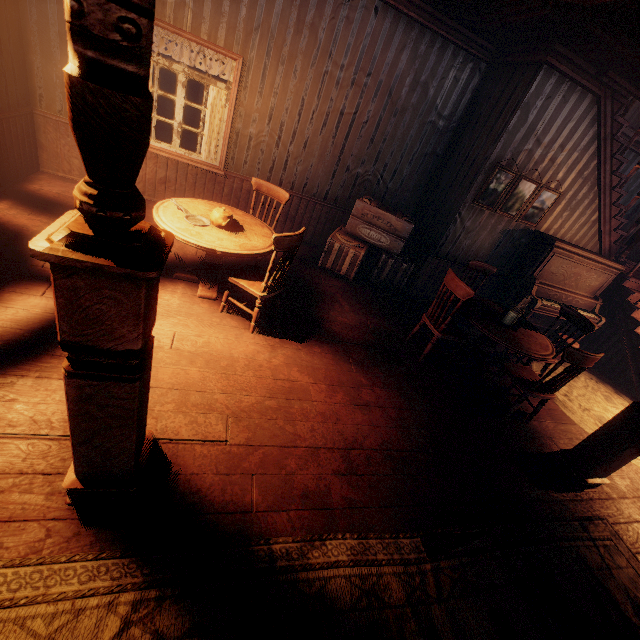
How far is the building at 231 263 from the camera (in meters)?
4.64

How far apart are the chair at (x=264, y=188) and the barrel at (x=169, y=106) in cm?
716

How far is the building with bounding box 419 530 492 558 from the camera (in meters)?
2.34

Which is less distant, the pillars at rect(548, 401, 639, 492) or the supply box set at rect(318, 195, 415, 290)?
the pillars at rect(548, 401, 639, 492)

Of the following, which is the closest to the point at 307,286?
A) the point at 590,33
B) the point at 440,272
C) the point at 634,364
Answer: the point at 440,272

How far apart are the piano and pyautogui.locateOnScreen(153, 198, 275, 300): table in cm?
493

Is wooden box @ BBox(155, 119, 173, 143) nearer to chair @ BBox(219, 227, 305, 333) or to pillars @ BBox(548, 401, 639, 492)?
chair @ BBox(219, 227, 305, 333)

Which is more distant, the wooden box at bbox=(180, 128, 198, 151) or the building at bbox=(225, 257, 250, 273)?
the wooden box at bbox=(180, 128, 198, 151)
